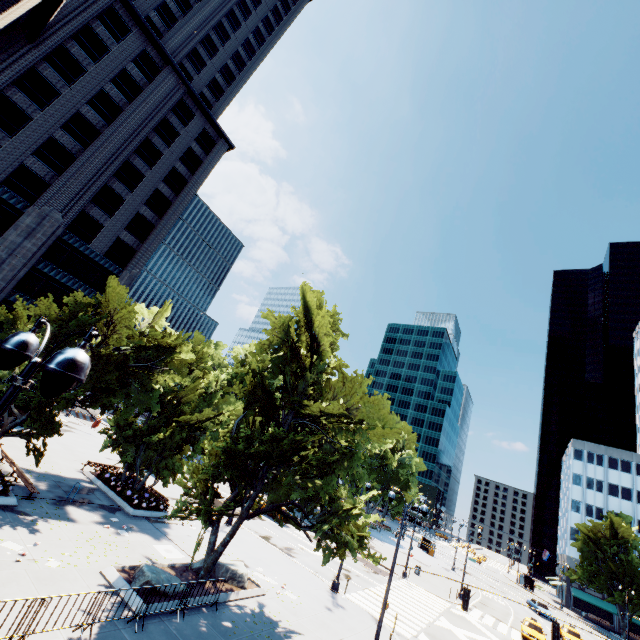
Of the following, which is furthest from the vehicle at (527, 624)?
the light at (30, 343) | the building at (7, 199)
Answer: the building at (7, 199)

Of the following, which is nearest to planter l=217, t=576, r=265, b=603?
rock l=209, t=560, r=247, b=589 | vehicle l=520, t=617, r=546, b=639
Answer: rock l=209, t=560, r=247, b=589

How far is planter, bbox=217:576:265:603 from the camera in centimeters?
1494cm

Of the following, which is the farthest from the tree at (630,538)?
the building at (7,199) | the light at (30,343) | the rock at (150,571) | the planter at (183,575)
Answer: the light at (30,343)

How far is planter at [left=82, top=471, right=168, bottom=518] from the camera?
20.95m

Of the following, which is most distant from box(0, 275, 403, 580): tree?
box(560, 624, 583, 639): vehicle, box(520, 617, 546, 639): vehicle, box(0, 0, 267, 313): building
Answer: box(560, 624, 583, 639): vehicle

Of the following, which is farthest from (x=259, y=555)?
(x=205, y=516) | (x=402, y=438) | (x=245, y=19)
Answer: (x=245, y=19)

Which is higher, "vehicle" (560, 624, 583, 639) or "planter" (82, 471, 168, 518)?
"vehicle" (560, 624, 583, 639)
